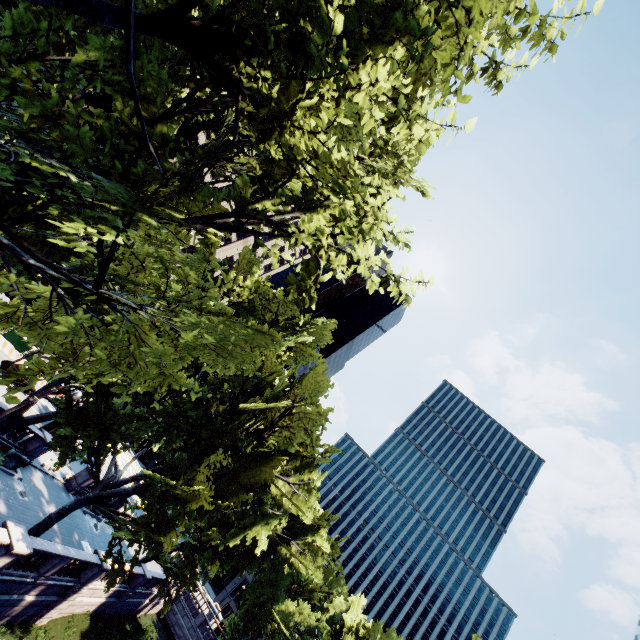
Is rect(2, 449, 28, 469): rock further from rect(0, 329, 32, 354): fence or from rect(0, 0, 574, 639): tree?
rect(0, 329, 32, 354): fence

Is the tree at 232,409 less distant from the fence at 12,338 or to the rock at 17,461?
the rock at 17,461

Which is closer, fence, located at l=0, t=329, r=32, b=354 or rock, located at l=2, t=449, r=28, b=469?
rock, located at l=2, t=449, r=28, b=469

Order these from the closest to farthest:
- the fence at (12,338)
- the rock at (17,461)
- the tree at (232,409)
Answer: the tree at (232,409) < the rock at (17,461) < the fence at (12,338)

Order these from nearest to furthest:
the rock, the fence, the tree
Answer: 1. the tree
2. the rock
3. the fence

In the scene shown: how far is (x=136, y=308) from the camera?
6.4 meters

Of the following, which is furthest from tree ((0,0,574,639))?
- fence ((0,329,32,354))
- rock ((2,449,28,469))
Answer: fence ((0,329,32,354))
